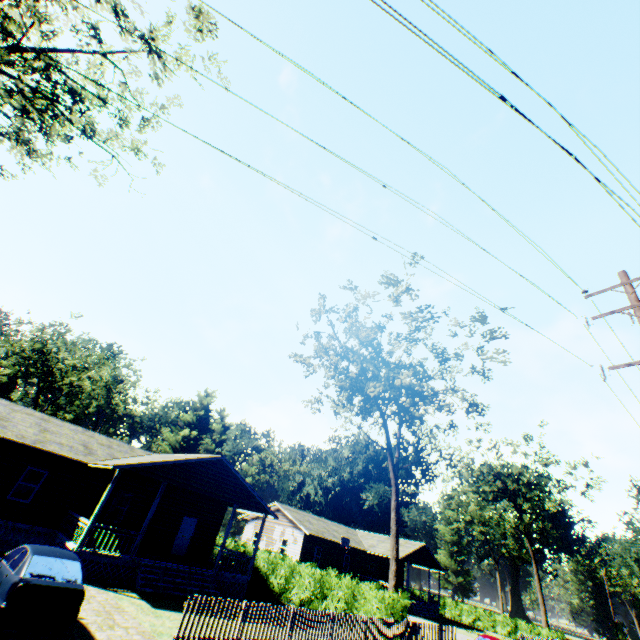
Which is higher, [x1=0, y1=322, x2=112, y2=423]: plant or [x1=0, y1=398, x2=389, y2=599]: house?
[x1=0, y1=322, x2=112, y2=423]: plant

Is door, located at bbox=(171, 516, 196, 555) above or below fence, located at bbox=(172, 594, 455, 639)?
above

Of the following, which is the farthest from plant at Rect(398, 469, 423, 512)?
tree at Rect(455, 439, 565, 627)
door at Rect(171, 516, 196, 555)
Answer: door at Rect(171, 516, 196, 555)

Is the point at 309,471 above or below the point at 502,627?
above

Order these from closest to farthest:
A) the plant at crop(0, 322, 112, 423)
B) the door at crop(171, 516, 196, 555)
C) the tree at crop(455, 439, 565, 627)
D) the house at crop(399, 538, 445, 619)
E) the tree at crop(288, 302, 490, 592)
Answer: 1. the door at crop(171, 516, 196, 555)
2. the tree at crop(288, 302, 490, 592)
3. the house at crop(399, 538, 445, 619)
4. the tree at crop(455, 439, 565, 627)
5. the plant at crop(0, 322, 112, 423)

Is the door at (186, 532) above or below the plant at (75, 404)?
below

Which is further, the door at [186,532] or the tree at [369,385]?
the tree at [369,385]

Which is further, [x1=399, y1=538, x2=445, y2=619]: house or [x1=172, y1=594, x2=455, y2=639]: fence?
[x1=399, y1=538, x2=445, y2=619]: house
